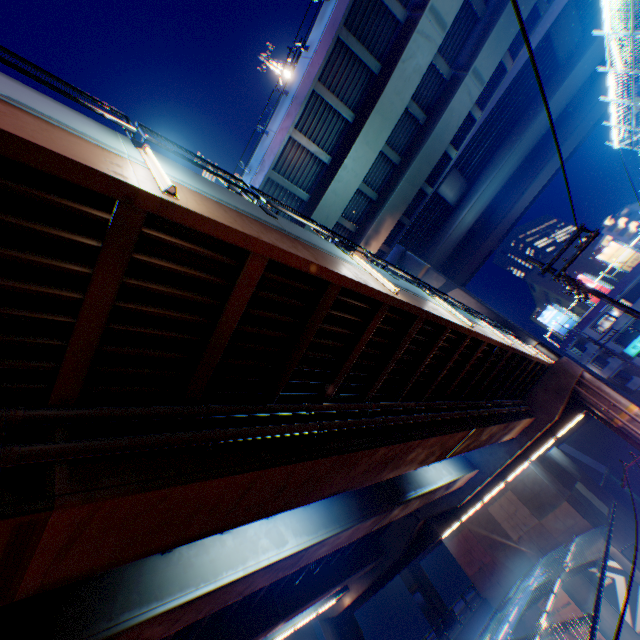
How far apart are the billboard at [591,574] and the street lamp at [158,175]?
36.68m

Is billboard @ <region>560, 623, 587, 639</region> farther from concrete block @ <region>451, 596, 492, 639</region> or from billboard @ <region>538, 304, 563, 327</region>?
billboard @ <region>538, 304, 563, 327</region>

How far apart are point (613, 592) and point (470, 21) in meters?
41.4 m

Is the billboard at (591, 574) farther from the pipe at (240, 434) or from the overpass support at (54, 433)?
the pipe at (240, 434)

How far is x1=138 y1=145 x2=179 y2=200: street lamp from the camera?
3.7 meters

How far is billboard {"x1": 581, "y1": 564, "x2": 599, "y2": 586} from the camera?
24.6 meters

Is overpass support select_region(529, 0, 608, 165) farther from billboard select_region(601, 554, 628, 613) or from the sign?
billboard select_region(601, 554, 628, 613)

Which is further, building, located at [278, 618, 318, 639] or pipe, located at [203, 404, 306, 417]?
building, located at [278, 618, 318, 639]
